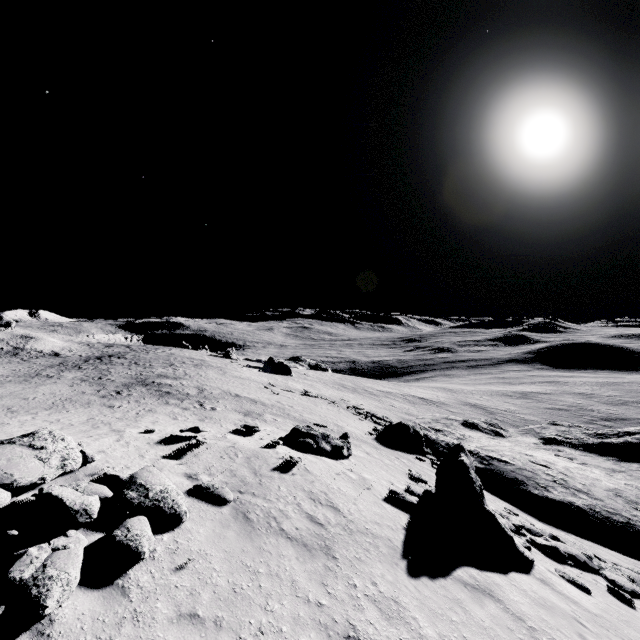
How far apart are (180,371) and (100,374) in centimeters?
795cm

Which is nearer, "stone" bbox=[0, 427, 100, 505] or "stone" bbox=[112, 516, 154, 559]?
"stone" bbox=[112, 516, 154, 559]

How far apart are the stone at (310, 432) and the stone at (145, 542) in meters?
8.2

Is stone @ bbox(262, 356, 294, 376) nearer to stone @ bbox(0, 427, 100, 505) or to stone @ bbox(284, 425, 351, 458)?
stone @ bbox(284, 425, 351, 458)

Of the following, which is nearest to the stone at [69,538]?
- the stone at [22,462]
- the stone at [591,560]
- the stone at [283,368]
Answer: the stone at [22,462]

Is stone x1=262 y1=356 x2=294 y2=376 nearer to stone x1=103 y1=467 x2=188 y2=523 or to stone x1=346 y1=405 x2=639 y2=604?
stone x1=346 y1=405 x2=639 y2=604
